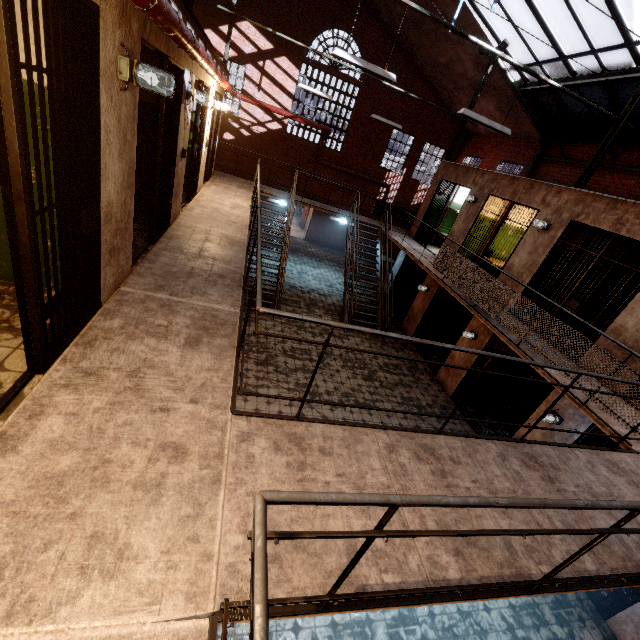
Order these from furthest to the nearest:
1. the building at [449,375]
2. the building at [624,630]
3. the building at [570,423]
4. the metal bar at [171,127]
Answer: the building at [449,375] < the building at [570,423] < the building at [624,630] < the metal bar at [171,127]

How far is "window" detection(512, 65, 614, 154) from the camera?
10.2m

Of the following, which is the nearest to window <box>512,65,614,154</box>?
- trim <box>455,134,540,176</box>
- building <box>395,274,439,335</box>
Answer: trim <box>455,134,540,176</box>

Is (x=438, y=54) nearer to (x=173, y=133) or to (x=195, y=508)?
(x=173, y=133)

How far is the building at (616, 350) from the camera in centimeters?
568cm

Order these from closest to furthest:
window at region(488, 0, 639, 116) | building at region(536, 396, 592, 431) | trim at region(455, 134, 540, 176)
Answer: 1. building at region(536, 396, 592, 431)
2. window at region(488, 0, 639, 116)
3. trim at region(455, 134, 540, 176)

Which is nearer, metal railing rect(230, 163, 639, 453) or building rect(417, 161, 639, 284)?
metal railing rect(230, 163, 639, 453)

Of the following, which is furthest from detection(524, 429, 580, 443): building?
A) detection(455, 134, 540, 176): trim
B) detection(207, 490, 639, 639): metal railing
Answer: detection(455, 134, 540, 176): trim
